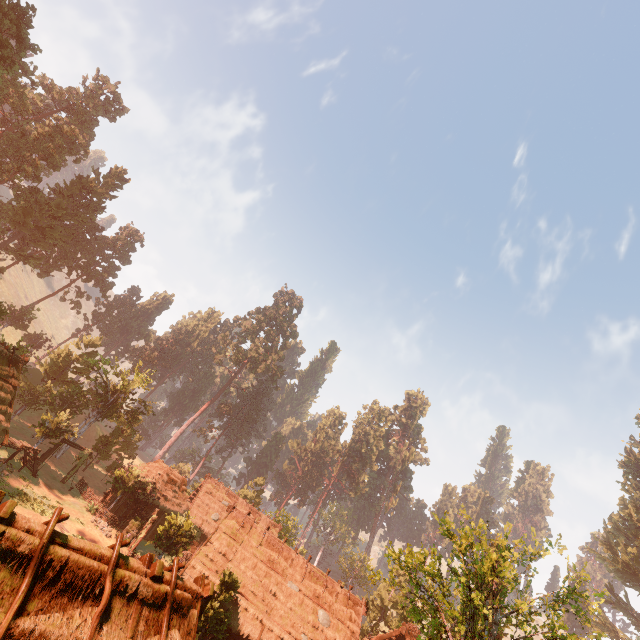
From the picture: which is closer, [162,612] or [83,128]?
[162,612]

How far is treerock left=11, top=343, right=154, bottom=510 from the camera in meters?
32.8

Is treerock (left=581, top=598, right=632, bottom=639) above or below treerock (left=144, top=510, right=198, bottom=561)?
above

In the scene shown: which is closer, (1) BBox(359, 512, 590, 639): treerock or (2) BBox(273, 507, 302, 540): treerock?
(1) BBox(359, 512, 590, 639): treerock

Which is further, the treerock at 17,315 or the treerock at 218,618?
the treerock at 17,315

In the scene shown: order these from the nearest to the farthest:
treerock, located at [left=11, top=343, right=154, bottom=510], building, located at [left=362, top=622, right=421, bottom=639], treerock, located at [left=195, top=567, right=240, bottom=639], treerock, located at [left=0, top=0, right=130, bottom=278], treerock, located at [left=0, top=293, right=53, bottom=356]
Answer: treerock, located at [left=195, top=567, right=240, bottom=639] → building, located at [left=362, top=622, right=421, bottom=639] → treerock, located at [left=11, top=343, right=154, bottom=510] → treerock, located at [left=0, top=0, right=130, bottom=278] → treerock, located at [left=0, top=293, right=53, bottom=356]

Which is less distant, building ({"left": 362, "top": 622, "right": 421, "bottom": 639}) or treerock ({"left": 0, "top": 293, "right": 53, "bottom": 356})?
building ({"left": 362, "top": 622, "right": 421, "bottom": 639})

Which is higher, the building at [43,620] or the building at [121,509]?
the building at [43,620]
